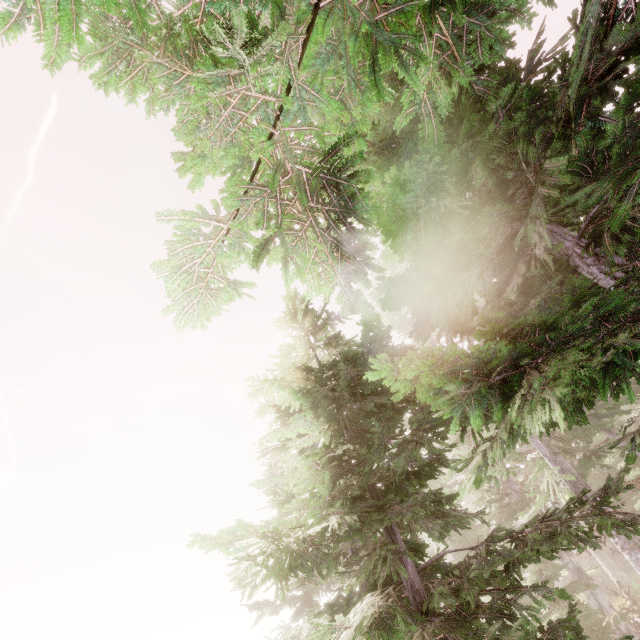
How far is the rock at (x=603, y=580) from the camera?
23.8m

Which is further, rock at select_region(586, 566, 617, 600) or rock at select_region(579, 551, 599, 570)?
rock at select_region(579, 551, 599, 570)

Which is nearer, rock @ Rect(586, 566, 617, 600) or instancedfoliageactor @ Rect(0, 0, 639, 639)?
instancedfoliageactor @ Rect(0, 0, 639, 639)

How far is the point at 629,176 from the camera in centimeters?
252cm

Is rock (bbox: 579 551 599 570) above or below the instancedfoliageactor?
below

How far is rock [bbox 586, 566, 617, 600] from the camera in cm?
2375

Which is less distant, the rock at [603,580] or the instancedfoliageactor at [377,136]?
the instancedfoliageactor at [377,136]
